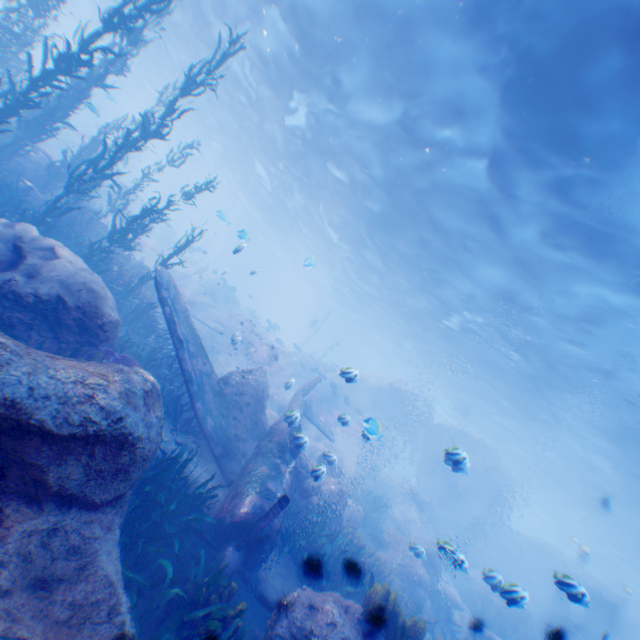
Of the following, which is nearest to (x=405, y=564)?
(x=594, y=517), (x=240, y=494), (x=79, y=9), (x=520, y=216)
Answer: (x=240, y=494)

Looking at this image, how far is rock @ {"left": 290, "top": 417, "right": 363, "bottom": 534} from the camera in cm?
1052

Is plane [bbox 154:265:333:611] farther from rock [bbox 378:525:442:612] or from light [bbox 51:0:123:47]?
light [bbox 51:0:123:47]

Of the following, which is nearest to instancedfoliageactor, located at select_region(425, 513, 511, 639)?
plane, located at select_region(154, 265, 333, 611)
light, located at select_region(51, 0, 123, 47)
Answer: plane, located at select_region(154, 265, 333, 611)

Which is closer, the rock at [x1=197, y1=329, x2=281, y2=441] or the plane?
the plane

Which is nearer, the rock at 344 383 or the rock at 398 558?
the rock at 398 558

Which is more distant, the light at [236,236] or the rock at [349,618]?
the light at [236,236]

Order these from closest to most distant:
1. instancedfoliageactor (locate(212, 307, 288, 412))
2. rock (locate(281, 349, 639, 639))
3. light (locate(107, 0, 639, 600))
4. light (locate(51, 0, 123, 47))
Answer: light (locate(107, 0, 639, 600)), rock (locate(281, 349, 639, 639)), instancedfoliageactor (locate(212, 307, 288, 412)), light (locate(51, 0, 123, 47))
